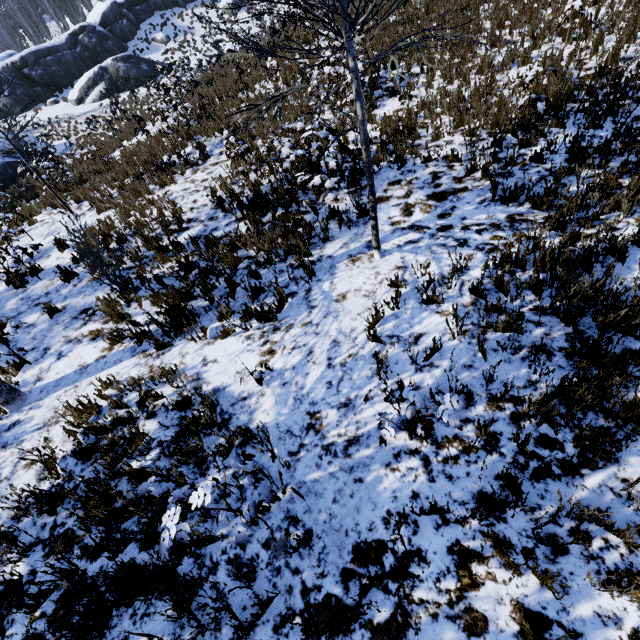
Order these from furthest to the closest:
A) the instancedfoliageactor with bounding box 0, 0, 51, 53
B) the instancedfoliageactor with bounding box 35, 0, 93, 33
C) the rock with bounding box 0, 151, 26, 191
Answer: the instancedfoliageactor with bounding box 35, 0, 93, 33
the instancedfoliageactor with bounding box 0, 0, 51, 53
the rock with bounding box 0, 151, 26, 191

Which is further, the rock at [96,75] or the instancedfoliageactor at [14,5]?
the instancedfoliageactor at [14,5]

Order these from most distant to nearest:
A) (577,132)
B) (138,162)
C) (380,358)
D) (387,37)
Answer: (138,162), (387,37), (577,132), (380,358)

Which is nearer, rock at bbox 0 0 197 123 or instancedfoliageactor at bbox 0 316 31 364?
instancedfoliageactor at bbox 0 316 31 364

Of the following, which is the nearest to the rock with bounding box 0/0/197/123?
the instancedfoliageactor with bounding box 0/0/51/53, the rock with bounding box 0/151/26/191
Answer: the instancedfoliageactor with bounding box 0/0/51/53

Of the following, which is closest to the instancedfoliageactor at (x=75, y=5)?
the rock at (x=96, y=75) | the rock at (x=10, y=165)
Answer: the rock at (x=96, y=75)

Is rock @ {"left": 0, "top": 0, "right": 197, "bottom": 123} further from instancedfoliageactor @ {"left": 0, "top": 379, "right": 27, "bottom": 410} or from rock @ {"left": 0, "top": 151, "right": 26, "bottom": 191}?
rock @ {"left": 0, "top": 151, "right": 26, "bottom": 191}
